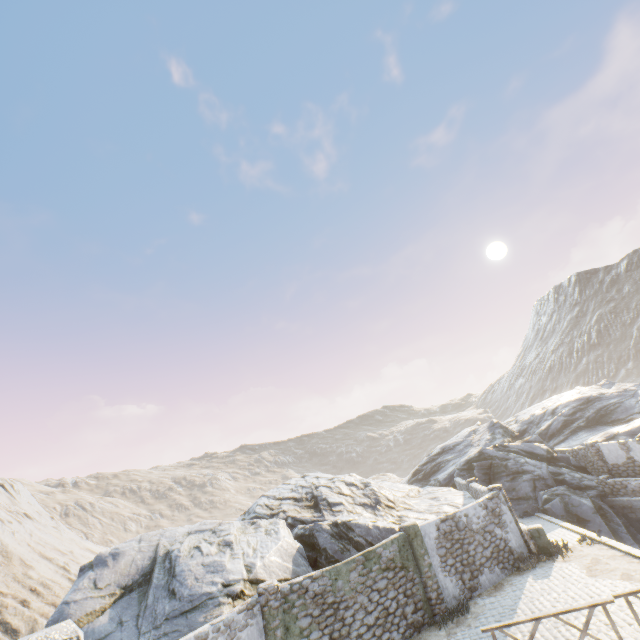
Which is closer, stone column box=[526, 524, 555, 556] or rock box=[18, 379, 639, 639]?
rock box=[18, 379, 639, 639]

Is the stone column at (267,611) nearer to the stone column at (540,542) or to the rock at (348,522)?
the rock at (348,522)

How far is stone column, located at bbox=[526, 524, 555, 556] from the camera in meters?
14.9

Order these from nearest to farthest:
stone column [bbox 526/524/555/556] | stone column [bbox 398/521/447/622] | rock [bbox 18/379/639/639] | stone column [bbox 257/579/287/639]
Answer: stone column [bbox 257/579/287/639]
rock [bbox 18/379/639/639]
stone column [bbox 398/521/447/622]
stone column [bbox 526/524/555/556]

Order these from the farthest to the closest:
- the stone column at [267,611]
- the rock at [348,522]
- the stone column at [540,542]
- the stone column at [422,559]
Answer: the stone column at [540,542]
the stone column at [422,559]
the rock at [348,522]
the stone column at [267,611]

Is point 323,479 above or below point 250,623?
above

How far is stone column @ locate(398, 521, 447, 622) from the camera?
12.5 meters

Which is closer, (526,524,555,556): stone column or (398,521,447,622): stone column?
(398,521,447,622): stone column
